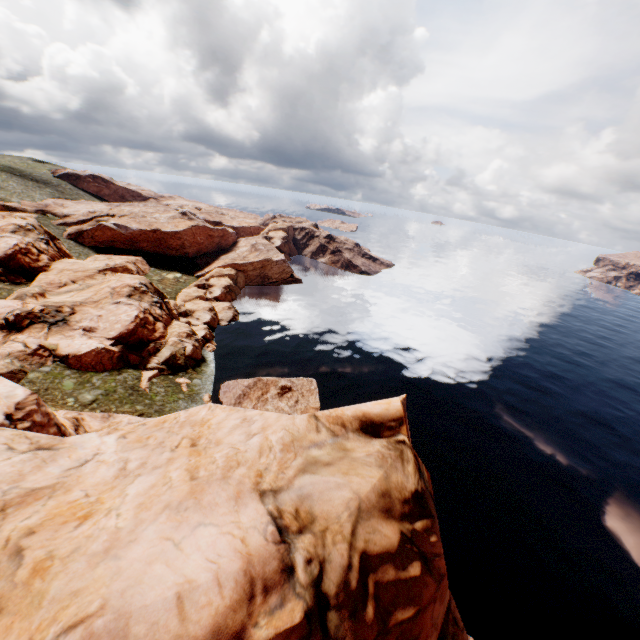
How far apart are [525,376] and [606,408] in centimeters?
1225cm
